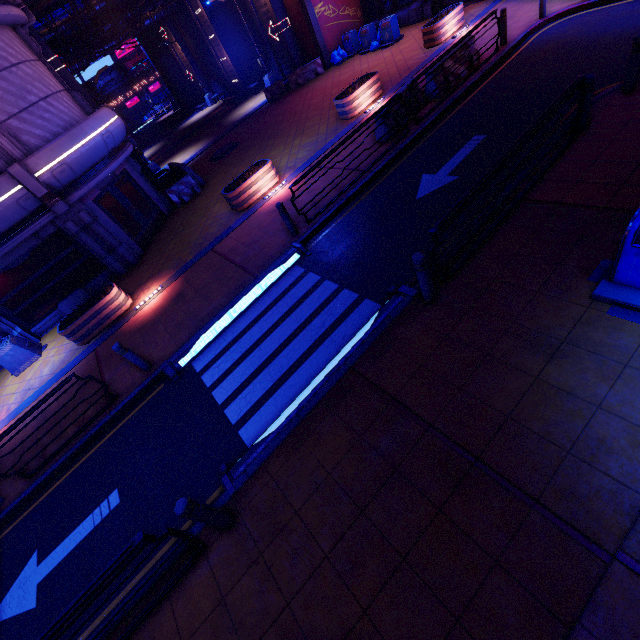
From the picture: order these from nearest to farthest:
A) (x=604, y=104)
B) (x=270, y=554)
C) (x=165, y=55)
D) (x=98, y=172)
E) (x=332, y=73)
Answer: (x=270, y=554), (x=604, y=104), (x=98, y=172), (x=332, y=73), (x=165, y=55)

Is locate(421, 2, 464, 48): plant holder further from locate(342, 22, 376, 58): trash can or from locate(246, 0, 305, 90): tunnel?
locate(246, 0, 305, 90): tunnel

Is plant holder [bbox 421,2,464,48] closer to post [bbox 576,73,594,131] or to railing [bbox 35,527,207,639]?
post [bbox 576,73,594,131]

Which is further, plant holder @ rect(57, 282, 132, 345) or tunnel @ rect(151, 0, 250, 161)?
tunnel @ rect(151, 0, 250, 161)

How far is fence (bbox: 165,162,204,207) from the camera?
15.9m

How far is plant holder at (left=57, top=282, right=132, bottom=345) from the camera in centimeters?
1042cm

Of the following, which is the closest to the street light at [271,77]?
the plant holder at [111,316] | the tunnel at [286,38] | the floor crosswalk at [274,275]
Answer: the tunnel at [286,38]

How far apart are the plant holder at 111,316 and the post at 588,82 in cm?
1349
